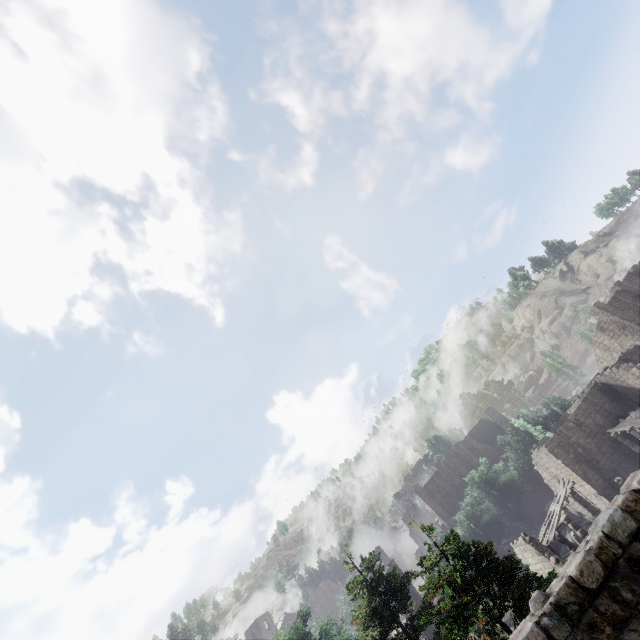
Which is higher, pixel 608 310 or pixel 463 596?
pixel 608 310

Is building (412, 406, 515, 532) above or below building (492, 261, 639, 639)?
above

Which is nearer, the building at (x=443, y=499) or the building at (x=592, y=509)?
the building at (x=592, y=509)

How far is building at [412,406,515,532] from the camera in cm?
4822

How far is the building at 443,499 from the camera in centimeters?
4822cm

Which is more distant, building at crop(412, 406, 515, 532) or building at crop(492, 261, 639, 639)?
building at crop(412, 406, 515, 532)
